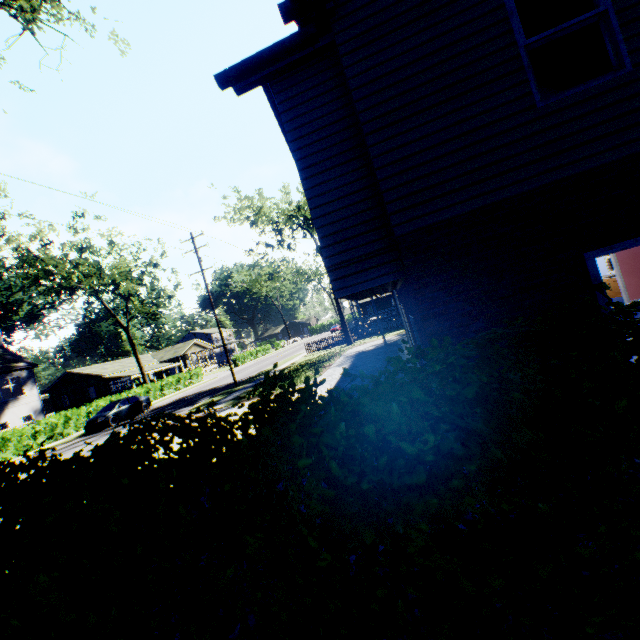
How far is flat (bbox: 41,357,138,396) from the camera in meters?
45.2

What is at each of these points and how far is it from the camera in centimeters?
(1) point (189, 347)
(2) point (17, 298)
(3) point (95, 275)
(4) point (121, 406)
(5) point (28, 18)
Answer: (1) flat, 5653cm
(2) plant, 5669cm
(3) tree, 3400cm
(4) car, 2339cm
(5) tree, 894cm

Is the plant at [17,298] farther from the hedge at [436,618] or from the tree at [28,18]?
the hedge at [436,618]

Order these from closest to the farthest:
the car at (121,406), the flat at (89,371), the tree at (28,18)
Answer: the tree at (28,18), the car at (121,406), the flat at (89,371)

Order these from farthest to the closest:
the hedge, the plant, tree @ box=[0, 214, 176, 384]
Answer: the plant
tree @ box=[0, 214, 176, 384]
the hedge

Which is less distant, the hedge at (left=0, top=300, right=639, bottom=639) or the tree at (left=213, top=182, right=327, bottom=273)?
the hedge at (left=0, top=300, right=639, bottom=639)

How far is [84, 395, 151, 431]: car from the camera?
22.03m

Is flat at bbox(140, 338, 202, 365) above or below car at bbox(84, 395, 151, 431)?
above
